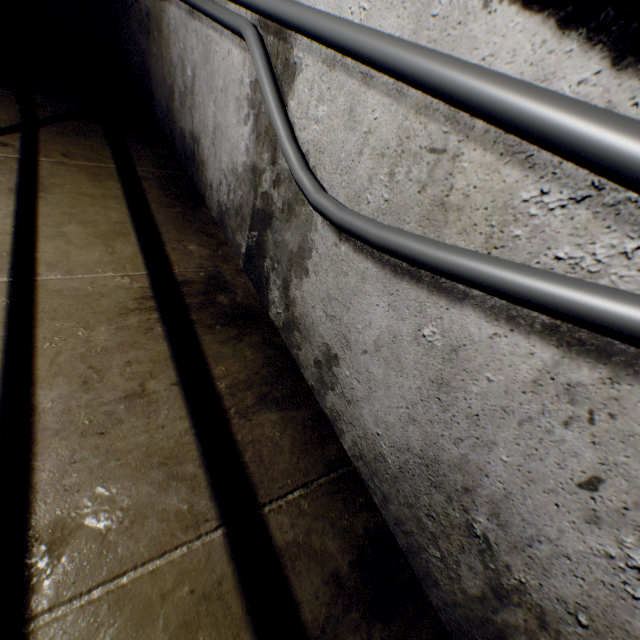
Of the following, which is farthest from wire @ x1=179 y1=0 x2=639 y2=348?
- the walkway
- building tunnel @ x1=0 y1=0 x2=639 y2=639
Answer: the walkway

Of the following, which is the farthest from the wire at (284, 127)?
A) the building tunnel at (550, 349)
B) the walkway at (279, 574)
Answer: the walkway at (279, 574)

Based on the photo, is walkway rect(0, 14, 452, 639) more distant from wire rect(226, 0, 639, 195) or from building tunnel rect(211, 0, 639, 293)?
wire rect(226, 0, 639, 195)

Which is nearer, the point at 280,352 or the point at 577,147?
the point at 577,147

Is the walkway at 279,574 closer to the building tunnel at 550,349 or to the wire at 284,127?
the building tunnel at 550,349
